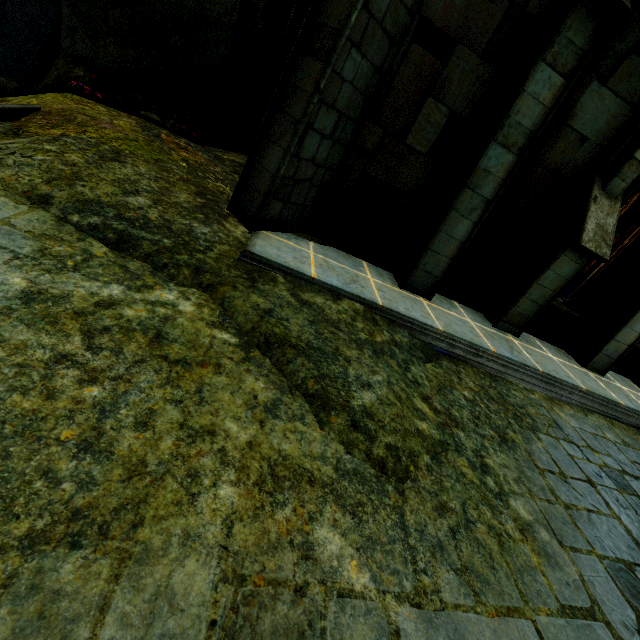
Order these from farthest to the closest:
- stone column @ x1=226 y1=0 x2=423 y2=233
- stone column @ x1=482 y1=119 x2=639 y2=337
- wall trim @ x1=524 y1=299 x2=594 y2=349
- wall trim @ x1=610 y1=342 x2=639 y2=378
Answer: wall trim @ x1=610 y1=342 x2=639 y2=378
wall trim @ x1=524 y1=299 x2=594 y2=349
stone column @ x1=482 y1=119 x2=639 y2=337
stone column @ x1=226 y1=0 x2=423 y2=233

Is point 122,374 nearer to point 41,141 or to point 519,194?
point 41,141

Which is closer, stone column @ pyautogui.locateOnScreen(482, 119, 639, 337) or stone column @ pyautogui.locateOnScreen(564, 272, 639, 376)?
stone column @ pyautogui.locateOnScreen(482, 119, 639, 337)

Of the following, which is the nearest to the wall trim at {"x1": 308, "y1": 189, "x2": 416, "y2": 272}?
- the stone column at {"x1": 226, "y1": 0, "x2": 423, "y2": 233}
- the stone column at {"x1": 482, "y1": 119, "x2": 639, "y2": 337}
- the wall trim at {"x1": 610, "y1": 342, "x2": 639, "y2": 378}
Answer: the stone column at {"x1": 226, "y1": 0, "x2": 423, "y2": 233}

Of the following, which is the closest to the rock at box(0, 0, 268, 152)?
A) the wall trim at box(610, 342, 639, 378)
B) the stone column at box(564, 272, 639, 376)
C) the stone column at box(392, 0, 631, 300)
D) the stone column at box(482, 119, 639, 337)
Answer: the stone column at box(392, 0, 631, 300)

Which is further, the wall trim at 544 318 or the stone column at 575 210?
the wall trim at 544 318

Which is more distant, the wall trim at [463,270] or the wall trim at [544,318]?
the wall trim at [544,318]
